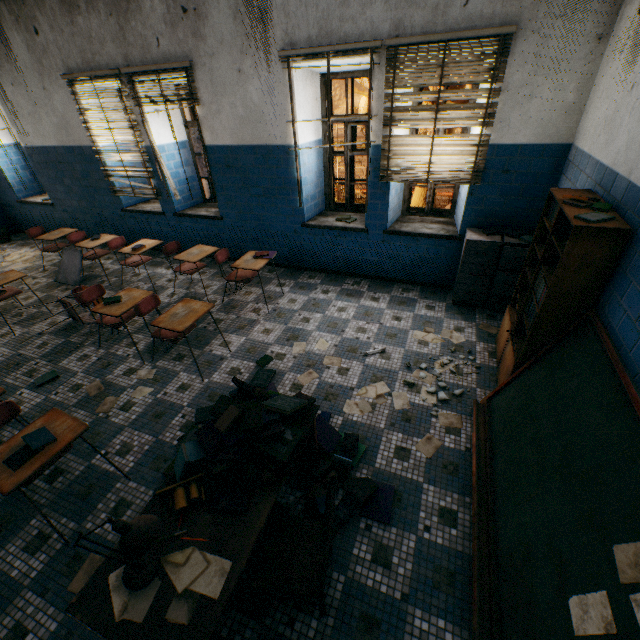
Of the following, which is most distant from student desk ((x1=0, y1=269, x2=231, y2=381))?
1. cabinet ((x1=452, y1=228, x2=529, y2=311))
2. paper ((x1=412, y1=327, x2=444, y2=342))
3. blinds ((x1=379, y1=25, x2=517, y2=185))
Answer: cabinet ((x1=452, y1=228, x2=529, y2=311))

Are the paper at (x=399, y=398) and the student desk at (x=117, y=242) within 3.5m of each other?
no

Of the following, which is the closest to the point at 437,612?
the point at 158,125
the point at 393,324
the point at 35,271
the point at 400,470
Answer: the point at 400,470

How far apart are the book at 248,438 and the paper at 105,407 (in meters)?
1.82

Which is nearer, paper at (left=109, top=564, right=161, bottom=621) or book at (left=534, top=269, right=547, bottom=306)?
paper at (left=109, top=564, right=161, bottom=621)

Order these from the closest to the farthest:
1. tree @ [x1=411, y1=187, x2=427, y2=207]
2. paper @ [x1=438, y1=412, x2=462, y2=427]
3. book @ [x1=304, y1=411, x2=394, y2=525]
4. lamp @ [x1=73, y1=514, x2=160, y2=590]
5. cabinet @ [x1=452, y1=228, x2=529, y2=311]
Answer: lamp @ [x1=73, y1=514, x2=160, y2=590], book @ [x1=304, y1=411, x2=394, y2=525], paper @ [x1=438, y1=412, x2=462, y2=427], cabinet @ [x1=452, y1=228, x2=529, y2=311], tree @ [x1=411, y1=187, x2=427, y2=207]

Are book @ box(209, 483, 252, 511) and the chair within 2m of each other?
yes

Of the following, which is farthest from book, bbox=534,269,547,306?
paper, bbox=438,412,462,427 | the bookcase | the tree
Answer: the tree
